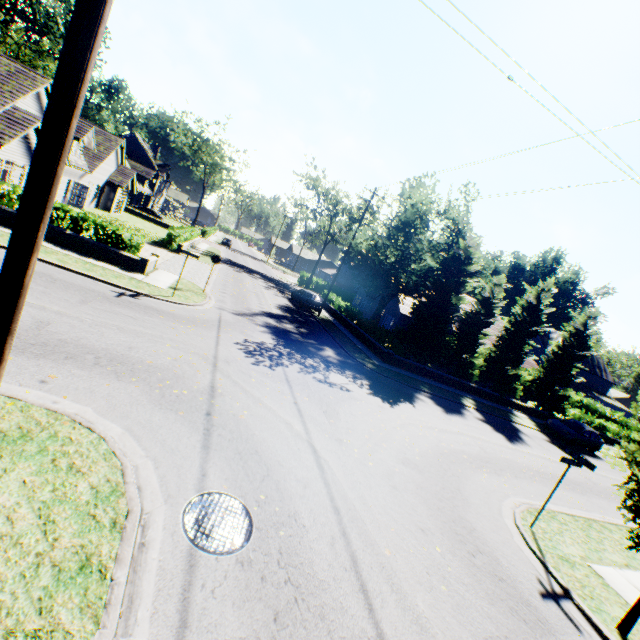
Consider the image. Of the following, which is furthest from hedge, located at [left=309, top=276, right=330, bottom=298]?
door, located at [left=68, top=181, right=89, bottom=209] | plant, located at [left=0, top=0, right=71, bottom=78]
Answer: plant, located at [left=0, top=0, right=71, bottom=78]

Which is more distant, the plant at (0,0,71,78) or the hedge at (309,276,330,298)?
the plant at (0,0,71,78)

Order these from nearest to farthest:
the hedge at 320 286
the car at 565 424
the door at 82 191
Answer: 1. the car at 565 424
2. the door at 82 191
3. the hedge at 320 286

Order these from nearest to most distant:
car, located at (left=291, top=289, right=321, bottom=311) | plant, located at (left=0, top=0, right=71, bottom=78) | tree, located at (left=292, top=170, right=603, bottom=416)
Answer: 1. tree, located at (left=292, top=170, right=603, bottom=416)
2. car, located at (left=291, top=289, right=321, bottom=311)
3. plant, located at (left=0, top=0, right=71, bottom=78)

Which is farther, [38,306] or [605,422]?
[605,422]

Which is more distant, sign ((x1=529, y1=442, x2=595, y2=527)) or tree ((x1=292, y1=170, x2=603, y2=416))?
tree ((x1=292, y1=170, x2=603, y2=416))

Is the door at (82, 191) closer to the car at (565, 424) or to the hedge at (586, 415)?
the hedge at (586, 415)

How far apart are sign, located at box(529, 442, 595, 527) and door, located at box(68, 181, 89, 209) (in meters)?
36.89
